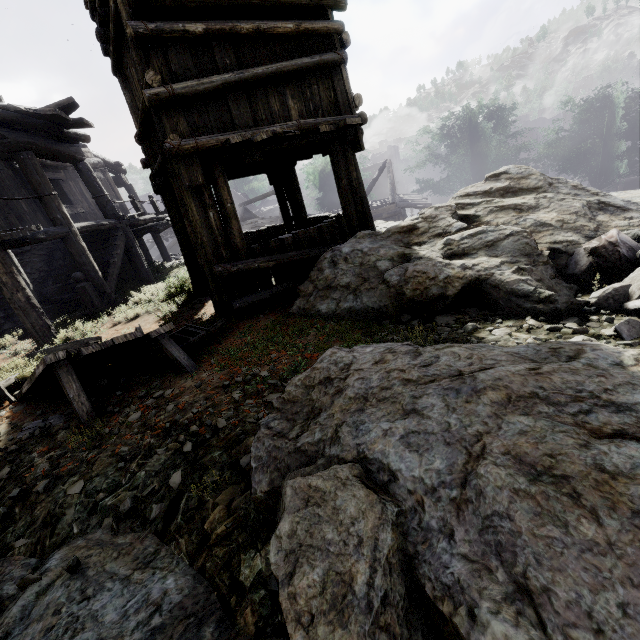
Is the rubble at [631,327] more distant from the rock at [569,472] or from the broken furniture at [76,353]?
the broken furniture at [76,353]

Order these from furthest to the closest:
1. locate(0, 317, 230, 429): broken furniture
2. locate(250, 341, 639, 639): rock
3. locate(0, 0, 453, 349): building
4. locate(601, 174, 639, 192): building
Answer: locate(601, 174, 639, 192): building
locate(0, 0, 453, 349): building
locate(0, 317, 230, 429): broken furniture
locate(250, 341, 639, 639): rock

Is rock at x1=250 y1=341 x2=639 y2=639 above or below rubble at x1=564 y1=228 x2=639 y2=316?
above

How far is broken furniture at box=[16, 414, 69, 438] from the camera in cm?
384

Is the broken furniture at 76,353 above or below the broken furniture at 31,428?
above

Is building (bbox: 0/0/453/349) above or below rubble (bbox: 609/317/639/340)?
above

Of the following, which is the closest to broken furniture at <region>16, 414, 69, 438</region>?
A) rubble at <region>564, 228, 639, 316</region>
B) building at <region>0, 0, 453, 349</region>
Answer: building at <region>0, 0, 453, 349</region>

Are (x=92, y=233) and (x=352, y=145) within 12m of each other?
yes
